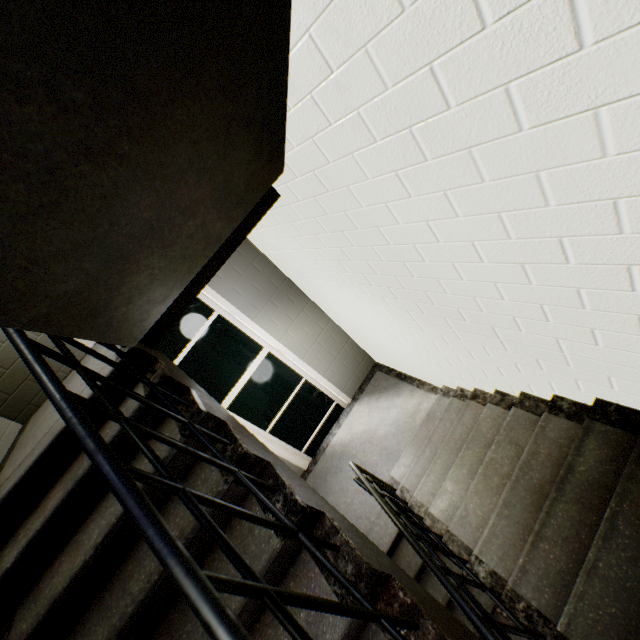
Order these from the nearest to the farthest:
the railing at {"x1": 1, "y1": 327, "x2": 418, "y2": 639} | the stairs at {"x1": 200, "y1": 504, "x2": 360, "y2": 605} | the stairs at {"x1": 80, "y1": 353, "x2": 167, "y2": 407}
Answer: the railing at {"x1": 1, "y1": 327, "x2": 418, "y2": 639} → the stairs at {"x1": 200, "y1": 504, "x2": 360, "y2": 605} → the stairs at {"x1": 80, "y1": 353, "x2": 167, "y2": 407}

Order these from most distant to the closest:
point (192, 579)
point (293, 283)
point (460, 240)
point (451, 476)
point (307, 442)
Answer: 1. point (307, 442)
2. point (293, 283)
3. point (451, 476)
4. point (460, 240)
5. point (192, 579)

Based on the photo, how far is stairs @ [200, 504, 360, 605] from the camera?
1.2m

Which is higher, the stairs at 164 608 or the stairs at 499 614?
the stairs at 164 608

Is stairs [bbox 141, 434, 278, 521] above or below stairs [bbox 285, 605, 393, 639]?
above

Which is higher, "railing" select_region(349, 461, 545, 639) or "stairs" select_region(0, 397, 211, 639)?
"stairs" select_region(0, 397, 211, 639)

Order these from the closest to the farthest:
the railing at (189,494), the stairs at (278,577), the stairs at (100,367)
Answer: the railing at (189,494) → the stairs at (278,577) → the stairs at (100,367)
